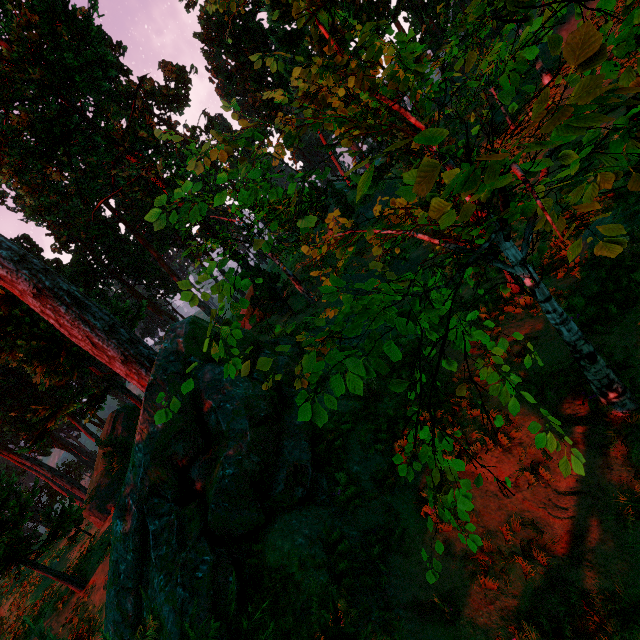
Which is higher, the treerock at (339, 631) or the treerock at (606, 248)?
the treerock at (606, 248)

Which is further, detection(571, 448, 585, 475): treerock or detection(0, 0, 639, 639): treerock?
detection(0, 0, 639, 639): treerock

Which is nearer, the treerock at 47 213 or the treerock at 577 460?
the treerock at 577 460

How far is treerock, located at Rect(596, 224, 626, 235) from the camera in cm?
202

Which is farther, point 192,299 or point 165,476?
point 165,476

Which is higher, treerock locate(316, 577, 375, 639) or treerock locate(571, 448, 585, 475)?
treerock locate(571, 448, 585, 475)
